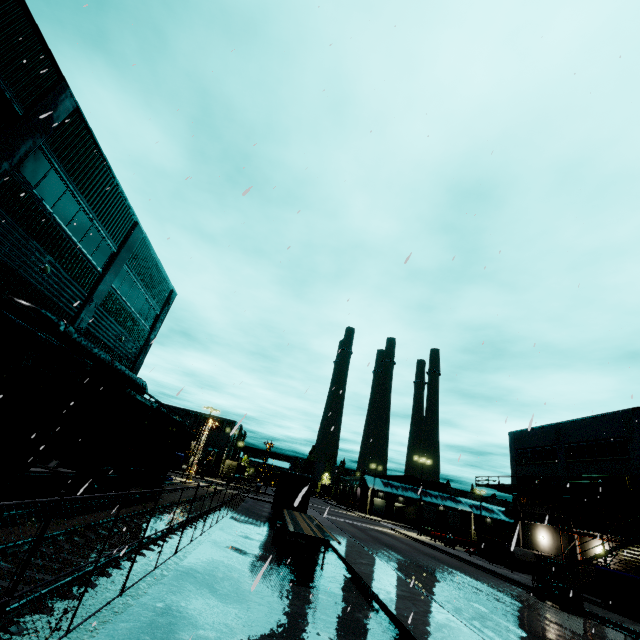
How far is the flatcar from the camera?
14.0 meters

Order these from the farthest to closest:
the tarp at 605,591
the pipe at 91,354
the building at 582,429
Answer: the building at 582,429 → the tarp at 605,591 → the pipe at 91,354

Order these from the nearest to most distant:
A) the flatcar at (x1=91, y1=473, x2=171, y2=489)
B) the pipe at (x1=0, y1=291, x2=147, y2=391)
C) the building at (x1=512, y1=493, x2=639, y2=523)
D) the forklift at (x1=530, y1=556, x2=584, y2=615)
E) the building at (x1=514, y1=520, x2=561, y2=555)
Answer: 1. the pipe at (x1=0, y1=291, x2=147, y2=391)
2. the flatcar at (x1=91, y1=473, x2=171, y2=489)
3. the forklift at (x1=530, y1=556, x2=584, y2=615)
4. the building at (x1=512, y1=493, x2=639, y2=523)
5. the building at (x1=514, y1=520, x2=561, y2=555)

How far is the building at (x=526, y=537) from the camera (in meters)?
33.16

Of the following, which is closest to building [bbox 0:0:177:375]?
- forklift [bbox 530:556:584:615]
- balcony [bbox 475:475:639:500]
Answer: balcony [bbox 475:475:639:500]

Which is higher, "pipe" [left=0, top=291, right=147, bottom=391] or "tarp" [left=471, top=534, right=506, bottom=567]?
"pipe" [left=0, top=291, right=147, bottom=391]

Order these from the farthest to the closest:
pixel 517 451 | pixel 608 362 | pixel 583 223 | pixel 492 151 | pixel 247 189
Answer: pixel 517 451
pixel 608 362
pixel 583 223
pixel 492 151
pixel 247 189

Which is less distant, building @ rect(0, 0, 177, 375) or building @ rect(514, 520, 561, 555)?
building @ rect(0, 0, 177, 375)
